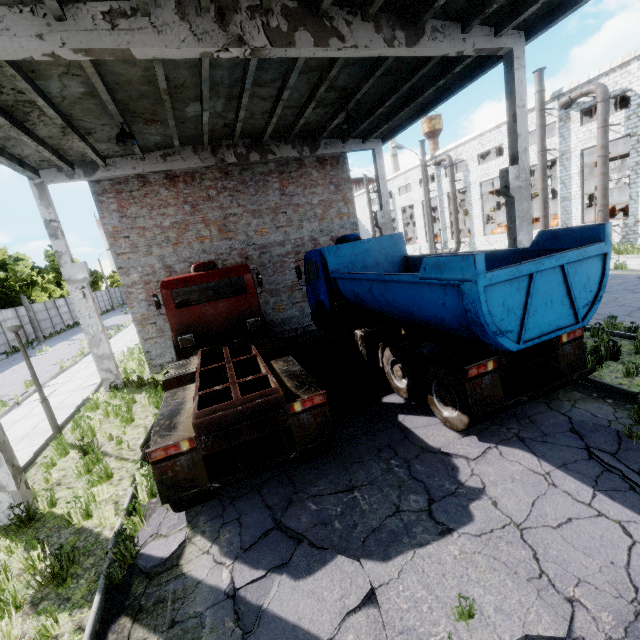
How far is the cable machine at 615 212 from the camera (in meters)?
24.27

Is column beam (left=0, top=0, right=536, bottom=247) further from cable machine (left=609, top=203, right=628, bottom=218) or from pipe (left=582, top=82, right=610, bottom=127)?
cable machine (left=609, top=203, right=628, bottom=218)

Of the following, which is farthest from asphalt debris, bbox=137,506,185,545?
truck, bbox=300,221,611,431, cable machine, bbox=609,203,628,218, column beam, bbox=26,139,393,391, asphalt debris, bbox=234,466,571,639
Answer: cable machine, bbox=609,203,628,218

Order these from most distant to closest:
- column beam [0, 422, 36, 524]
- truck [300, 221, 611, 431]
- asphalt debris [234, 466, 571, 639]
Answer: column beam [0, 422, 36, 524] → truck [300, 221, 611, 431] → asphalt debris [234, 466, 571, 639]

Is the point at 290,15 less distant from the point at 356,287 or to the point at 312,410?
the point at 356,287

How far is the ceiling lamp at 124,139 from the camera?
8.5m

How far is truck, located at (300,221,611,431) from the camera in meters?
4.8 m

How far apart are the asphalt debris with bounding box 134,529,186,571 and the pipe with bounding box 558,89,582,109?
28.2 meters
